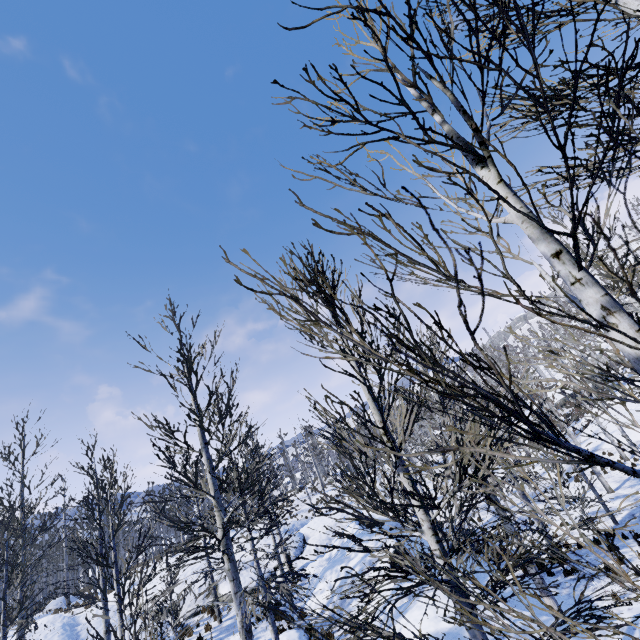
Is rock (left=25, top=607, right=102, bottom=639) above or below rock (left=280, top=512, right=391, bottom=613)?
above

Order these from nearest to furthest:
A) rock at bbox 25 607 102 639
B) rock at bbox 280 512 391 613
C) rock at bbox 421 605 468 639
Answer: rock at bbox 421 605 468 639, rock at bbox 280 512 391 613, rock at bbox 25 607 102 639

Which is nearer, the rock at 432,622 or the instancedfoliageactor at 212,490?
the instancedfoliageactor at 212,490

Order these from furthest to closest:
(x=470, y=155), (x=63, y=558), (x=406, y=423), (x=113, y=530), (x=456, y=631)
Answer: (x=63, y=558), (x=406, y=423), (x=113, y=530), (x=456, y=631), (x=470, y=155)

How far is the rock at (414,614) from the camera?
8.6 meters

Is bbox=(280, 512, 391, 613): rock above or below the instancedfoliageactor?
below

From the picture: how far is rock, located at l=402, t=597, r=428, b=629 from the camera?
8.6 meters
